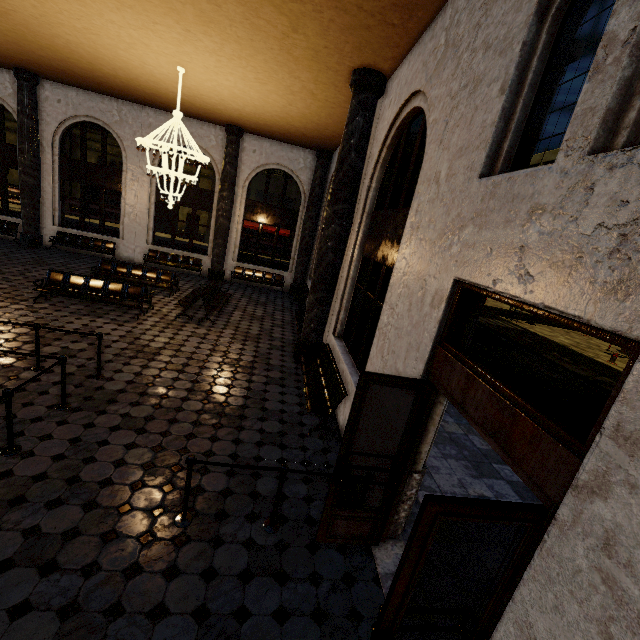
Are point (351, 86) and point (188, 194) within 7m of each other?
no
